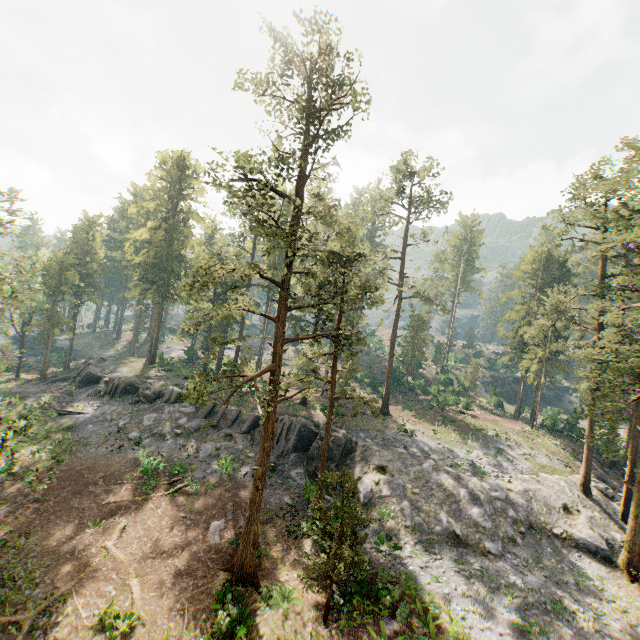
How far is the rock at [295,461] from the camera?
28.8 meters

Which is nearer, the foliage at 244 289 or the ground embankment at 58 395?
the foliage at 244 289

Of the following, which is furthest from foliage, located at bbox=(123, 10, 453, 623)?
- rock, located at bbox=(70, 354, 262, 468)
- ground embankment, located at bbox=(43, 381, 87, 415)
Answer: ground embankment, located at bbox=(43, 381, 87, 415)

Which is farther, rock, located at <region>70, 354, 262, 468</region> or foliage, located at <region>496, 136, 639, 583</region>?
rock, located at <region>70, 354, 262, 468</region>

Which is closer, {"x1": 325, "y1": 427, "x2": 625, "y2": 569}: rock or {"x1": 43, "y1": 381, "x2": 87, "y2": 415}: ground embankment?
{"x1": 325, "y1": 427, "x2": 625, "y2": 569}: rock

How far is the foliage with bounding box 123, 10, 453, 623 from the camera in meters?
16.0

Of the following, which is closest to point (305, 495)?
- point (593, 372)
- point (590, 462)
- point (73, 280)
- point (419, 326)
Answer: point (593, 372)
